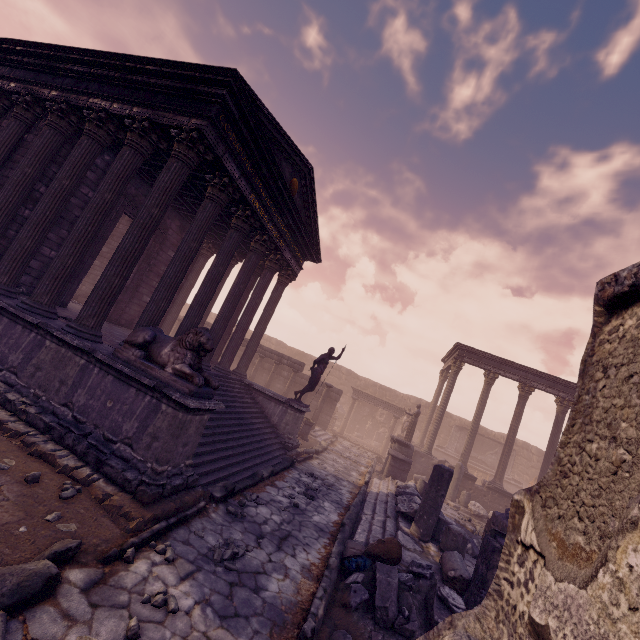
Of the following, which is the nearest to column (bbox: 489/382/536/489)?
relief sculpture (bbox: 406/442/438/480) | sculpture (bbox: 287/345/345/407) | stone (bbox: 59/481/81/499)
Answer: relief sculpture (bbox: 406/442/438/480)

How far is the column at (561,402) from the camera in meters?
16.2 m

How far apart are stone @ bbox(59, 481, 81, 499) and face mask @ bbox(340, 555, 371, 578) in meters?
4.4 m

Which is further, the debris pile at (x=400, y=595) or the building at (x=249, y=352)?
the building at (x=249, y=352)

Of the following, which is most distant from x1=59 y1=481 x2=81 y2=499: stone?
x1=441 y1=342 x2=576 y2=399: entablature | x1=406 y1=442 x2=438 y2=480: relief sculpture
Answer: x1=441 y1=342 x2=576 y2=399: entablature

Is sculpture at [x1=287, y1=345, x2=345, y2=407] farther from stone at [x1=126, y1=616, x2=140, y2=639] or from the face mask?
stone at [x1=126, y1=616, x2=140, y2=639]

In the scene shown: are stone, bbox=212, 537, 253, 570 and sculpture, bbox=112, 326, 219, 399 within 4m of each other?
yes

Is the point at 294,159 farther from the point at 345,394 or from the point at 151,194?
the point at 345,394
